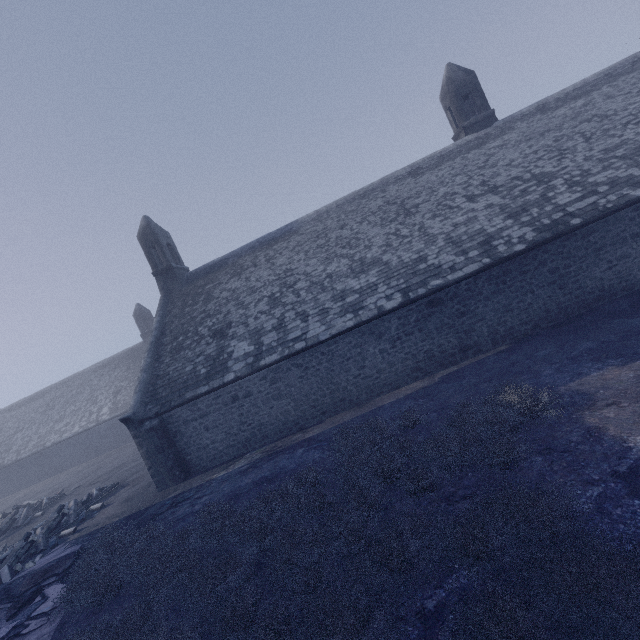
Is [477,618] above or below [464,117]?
below
